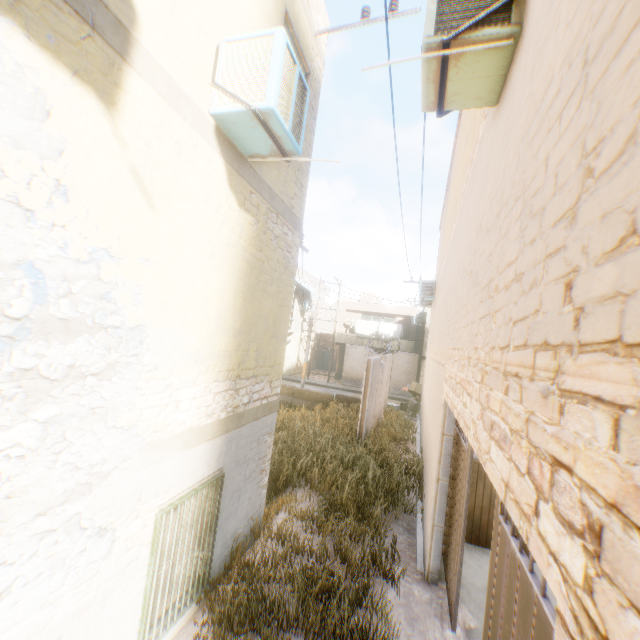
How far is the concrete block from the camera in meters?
18.3 m

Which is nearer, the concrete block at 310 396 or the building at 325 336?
the concrete block at 310 396

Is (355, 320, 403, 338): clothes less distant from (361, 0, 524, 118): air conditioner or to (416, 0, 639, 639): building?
(416, 0, 639, 639): building

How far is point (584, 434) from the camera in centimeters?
94cm

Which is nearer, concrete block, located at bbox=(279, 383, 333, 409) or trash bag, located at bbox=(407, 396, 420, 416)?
trash bag, located at bbox=(407, 396, 420, 416)

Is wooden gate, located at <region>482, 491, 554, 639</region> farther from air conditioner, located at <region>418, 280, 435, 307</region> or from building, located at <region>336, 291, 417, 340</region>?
air conditioner, located at <region>418, 280, 435, 307</region>

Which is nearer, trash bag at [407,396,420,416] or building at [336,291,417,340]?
trash bag at [407,396,420,416]

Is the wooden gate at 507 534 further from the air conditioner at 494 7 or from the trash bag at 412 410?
the trash bag at 412 410
